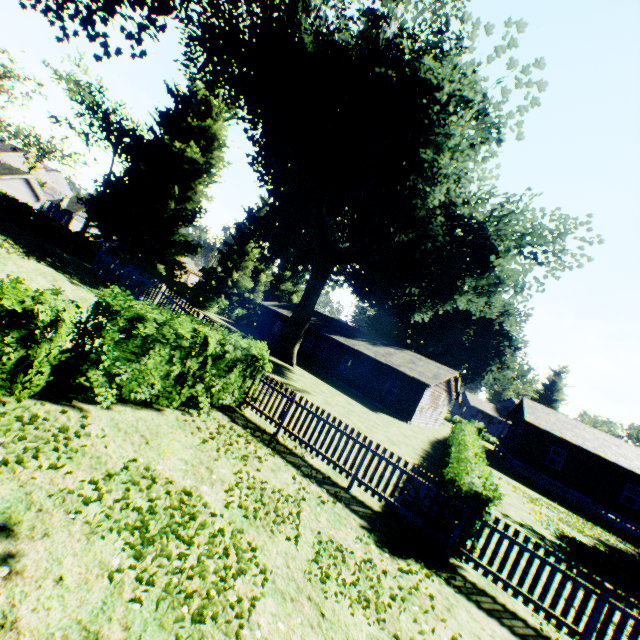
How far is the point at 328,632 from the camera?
3.90m

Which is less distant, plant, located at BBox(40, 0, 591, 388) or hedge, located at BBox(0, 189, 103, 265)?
plant, located at BBox(40, 0, 591, 388)

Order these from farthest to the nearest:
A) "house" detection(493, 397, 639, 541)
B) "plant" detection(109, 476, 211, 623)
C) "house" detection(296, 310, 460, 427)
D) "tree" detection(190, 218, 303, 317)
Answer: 1. "tree" detection(190, 218, 303, 317)
2. "house" detection(296, 310, 460, 427)
3. "house" detection(493, 397, 639, 541)
4. "plant" detection(109, 476, 211, 623)

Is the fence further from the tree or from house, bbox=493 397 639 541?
house, bbox=493 397 639 541

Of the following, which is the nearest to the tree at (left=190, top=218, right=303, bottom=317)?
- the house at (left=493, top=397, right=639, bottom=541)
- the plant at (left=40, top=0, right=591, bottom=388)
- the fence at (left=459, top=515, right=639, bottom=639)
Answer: the plant at (left=40, top=0, right=591, bottom=388)

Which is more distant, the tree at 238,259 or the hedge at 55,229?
the tree at 238,259

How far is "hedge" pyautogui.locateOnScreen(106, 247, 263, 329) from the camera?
28.4m

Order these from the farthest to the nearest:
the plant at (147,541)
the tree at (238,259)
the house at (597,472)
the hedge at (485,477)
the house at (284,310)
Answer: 1. the tree at (238,259)
2. the house at (284,310)
3. the house at (597,472)
4. the hedge at (485,477)
5. the plant at (147,541)
